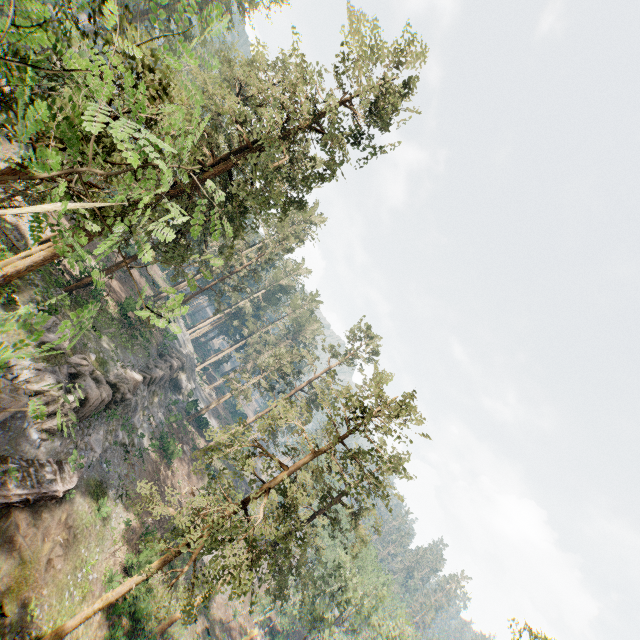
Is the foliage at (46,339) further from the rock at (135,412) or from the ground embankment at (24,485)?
the ground embankment at (24,485)

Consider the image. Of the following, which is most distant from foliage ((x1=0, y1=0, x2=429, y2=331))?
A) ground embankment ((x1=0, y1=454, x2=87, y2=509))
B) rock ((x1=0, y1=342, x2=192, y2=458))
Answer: ground embankment ((x1=0, y1=454, x2=87, y2=509))

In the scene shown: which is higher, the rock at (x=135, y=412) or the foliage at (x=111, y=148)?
the foliage at (x=111, y=148)

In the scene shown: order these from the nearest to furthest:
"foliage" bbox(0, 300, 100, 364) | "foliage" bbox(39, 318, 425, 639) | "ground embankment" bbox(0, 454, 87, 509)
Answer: "foliage" bbox(0, 300, 100, 364)
"foliage" bbox(39, 318, 425, 639)
"ground embankment" bbox(0, 454, 87, 509)

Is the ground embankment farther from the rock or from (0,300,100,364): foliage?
(0,300,100,364): foliage

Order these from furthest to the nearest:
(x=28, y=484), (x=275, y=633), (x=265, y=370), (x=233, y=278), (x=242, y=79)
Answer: (x=265, y=370) → (x=275, y=633) → (x=233, y=278) → (x=242, y=79) → (x=28, y=484)
